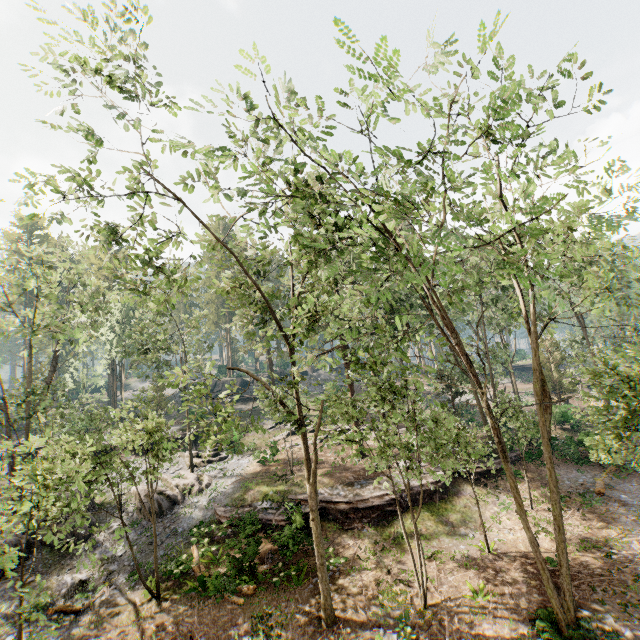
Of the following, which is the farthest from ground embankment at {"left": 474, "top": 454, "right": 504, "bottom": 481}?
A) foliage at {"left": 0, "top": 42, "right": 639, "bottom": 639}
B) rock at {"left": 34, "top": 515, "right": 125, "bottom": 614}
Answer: rock at {"left": 34, "top": 515, "right": 125, "bottom": 614}

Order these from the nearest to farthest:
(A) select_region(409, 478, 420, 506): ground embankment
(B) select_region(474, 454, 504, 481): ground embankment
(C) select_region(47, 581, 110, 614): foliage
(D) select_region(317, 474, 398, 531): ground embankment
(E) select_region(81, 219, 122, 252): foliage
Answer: (E) select_region(81, 219, 122, 252): foliage → (C) select_region(47, 581, 110, 614): foliage → (D) select_region(317, 474, 398, 531): ground embankment → (A) select_region(409, 478, 420, 506): ground embankment → (B) select_region(474, 454, 504, 481): ground embankment

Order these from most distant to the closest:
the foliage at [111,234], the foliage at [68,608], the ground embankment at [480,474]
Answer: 1. the ground embankment at [480,474]
2. the foliage at [68,608]
3. the foliage at [111,234]

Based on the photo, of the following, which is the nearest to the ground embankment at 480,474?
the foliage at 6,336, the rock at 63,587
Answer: the foliage at 6,336

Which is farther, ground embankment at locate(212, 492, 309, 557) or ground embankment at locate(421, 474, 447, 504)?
ground embankment at locate(421, 474, 447, 504)

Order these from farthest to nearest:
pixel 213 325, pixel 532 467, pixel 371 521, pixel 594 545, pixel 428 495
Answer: pixel 213 325 → pixel 532 467 → pixel 428 495 → pixel 371 521 → pixel 594 545

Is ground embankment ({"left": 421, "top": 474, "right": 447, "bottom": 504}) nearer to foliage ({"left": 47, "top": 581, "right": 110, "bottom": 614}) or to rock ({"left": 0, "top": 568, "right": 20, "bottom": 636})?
foliage ({"left": 47, "top": 581, "right": 110, "bottom": 614})
